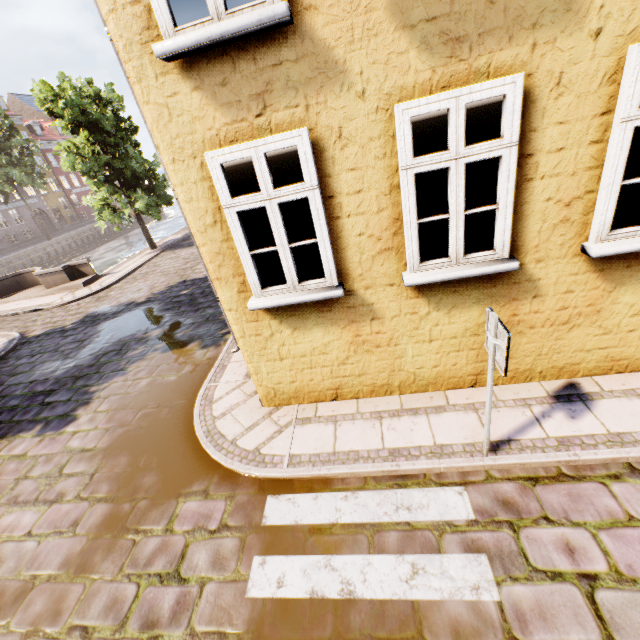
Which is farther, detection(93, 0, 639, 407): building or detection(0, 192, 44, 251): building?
detection(0, 192, 44, 251): building

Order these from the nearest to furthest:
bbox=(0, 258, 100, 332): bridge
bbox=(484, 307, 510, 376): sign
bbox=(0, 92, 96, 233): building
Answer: bbox=(484, 307, 510, 376): sign → bbox=(0, 258, 100, 332): bridge → bbox=(0, 92, 96, 233): building

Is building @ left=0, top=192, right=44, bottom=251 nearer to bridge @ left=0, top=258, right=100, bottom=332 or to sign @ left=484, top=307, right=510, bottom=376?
bridge @ left=0, top=258, right=100, bottom=332

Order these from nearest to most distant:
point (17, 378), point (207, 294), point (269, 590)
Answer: point (269, 590) < point (17, 378) < point (207, 294)

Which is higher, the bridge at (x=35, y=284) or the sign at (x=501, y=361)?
the sign at (x=501, y=361)

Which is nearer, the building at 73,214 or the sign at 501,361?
the sign at 501,361

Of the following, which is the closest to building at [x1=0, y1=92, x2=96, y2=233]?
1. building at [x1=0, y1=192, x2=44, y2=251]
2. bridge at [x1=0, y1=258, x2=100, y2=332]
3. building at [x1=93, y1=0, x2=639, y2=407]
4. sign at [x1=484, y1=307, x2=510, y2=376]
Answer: building at [x1=0, y1=192, x2=44, y2=251]

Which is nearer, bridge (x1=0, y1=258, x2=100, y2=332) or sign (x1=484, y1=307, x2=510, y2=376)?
sign (x1=484, y1=307, x2=510, y2=376)
